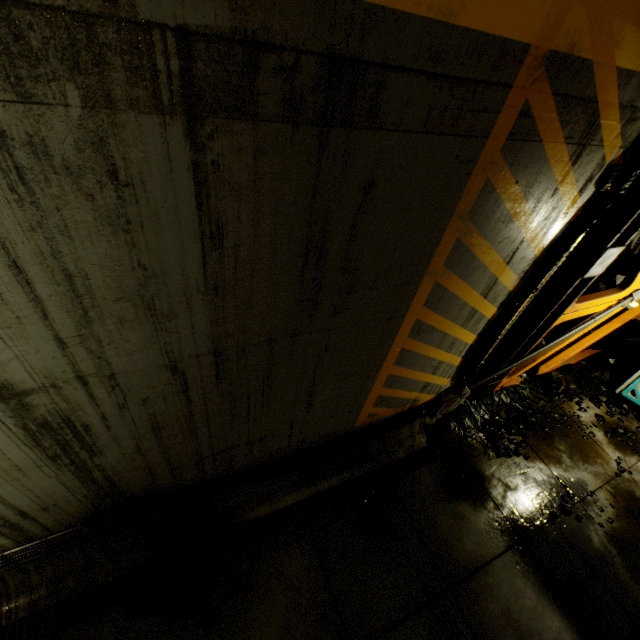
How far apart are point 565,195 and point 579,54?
1.26m

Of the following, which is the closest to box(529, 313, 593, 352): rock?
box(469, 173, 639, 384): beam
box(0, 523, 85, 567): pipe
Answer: box(469, 173, 639, 384): beam

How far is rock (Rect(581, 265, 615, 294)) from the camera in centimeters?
809cm

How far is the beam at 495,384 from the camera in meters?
6.2

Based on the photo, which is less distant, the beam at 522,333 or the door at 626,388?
the beam at 522,333

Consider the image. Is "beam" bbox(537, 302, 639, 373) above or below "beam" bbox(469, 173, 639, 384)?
below

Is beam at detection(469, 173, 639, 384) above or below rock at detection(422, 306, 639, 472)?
above

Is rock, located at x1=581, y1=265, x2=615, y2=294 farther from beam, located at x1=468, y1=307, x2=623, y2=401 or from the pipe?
the pipe
